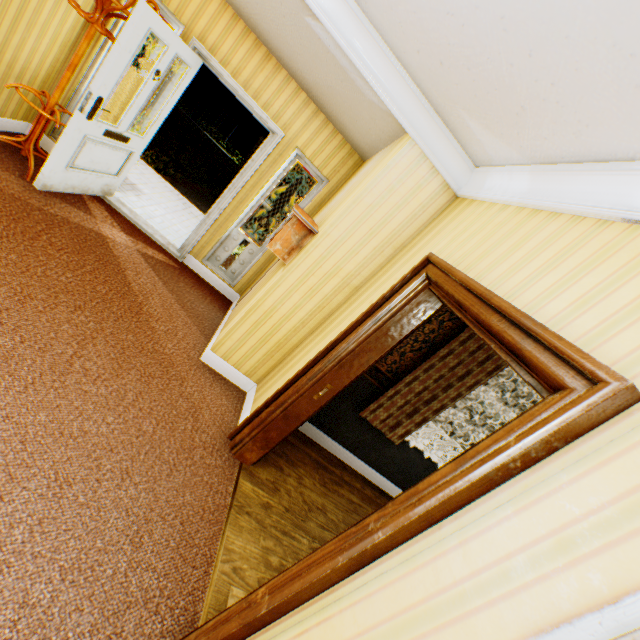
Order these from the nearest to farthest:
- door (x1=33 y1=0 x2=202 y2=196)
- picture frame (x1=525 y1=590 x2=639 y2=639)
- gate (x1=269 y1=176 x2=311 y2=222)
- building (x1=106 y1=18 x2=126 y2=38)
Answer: picture frame (x1=525 y1=590 x2=639 y2=639)
door (x1=33 y1=0 x2=202 y2=196)
building (x1=106 y1=18 x2=126 y2=38)
gate (x1=269 y1=176 x2=311 y2=222)

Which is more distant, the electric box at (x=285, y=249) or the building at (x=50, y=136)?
the building at (x=50, y=136)

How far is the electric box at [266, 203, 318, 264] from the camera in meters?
3.2 m

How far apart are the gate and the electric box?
13.21m

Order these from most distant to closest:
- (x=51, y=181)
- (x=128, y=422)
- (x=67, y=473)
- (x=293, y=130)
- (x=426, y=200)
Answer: (x=293, y=130)
(x=51, y=181)
(x=426, y=200)
(x=128, y=422)
(x=67, y=473)

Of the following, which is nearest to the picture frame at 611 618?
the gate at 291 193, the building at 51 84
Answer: the building at 51 84

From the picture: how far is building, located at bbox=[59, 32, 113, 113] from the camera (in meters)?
3.74
